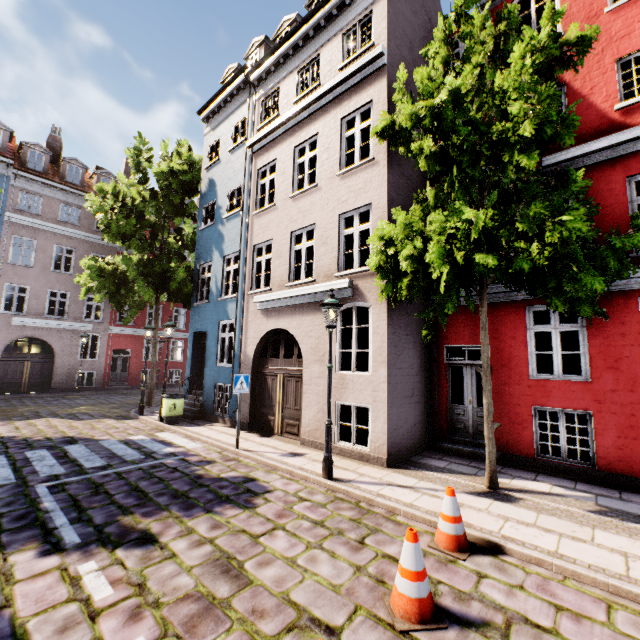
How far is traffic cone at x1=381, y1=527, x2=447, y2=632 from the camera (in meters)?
2.99

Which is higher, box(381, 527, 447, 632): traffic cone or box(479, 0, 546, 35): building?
box(479, 0, 546, 35): building

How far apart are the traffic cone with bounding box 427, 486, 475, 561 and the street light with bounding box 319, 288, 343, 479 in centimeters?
234cm

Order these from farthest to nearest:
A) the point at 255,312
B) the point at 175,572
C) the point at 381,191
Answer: the point at 255,312
the point at 381,191
the point at 175,572

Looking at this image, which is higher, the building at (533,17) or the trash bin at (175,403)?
the building at (533,17)

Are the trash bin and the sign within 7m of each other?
yes

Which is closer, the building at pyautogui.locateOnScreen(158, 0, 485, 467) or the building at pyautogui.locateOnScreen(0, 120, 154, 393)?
the building at pyautogui.locateOnScreen(158, 0, 485, 467)

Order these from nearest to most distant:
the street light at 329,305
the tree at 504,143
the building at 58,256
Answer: the tree at 504,143 < the street light at 329,305 < the building at 58,256
